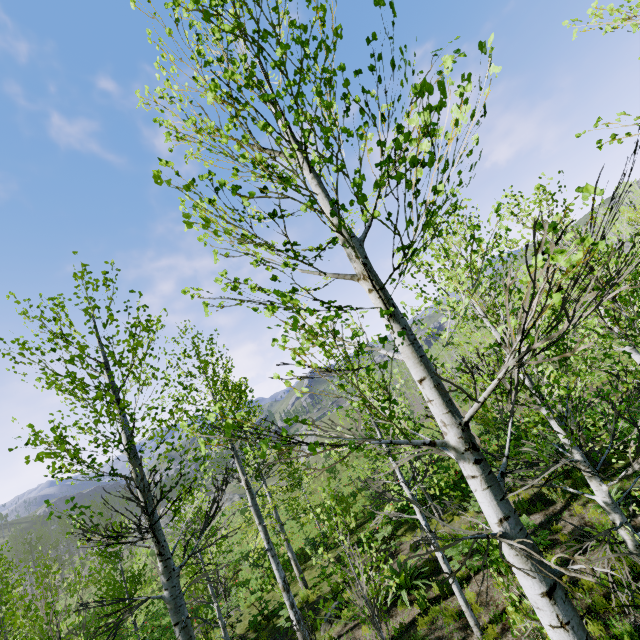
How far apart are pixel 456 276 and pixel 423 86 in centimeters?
207cm

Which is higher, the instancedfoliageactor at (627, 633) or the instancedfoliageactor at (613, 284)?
the instancedfoliageactor at (613, 284)

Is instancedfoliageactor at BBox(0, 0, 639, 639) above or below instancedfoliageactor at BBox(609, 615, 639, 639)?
above

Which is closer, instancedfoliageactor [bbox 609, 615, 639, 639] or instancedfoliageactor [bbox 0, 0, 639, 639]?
instancedfoliageactor [bbox 0, 0, 639, 639]

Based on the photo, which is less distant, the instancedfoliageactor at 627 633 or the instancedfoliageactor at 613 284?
the instancedfoliageactor at 613 284
